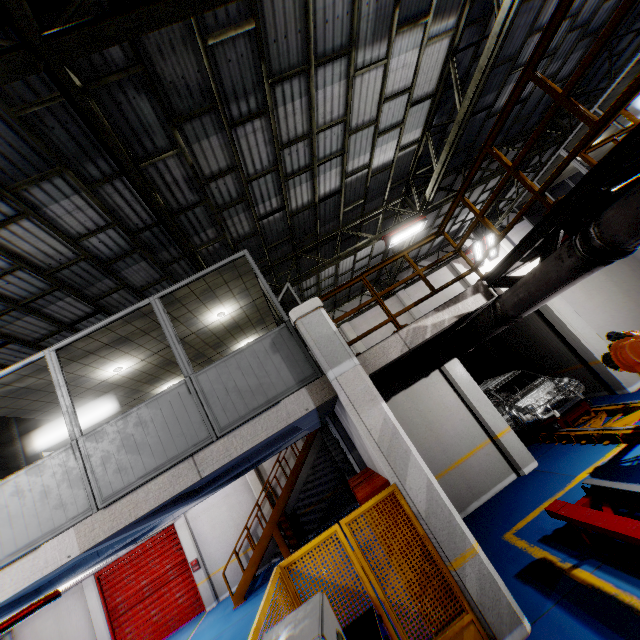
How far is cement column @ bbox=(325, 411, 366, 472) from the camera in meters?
8.2

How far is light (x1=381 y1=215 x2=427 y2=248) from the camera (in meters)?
11.16

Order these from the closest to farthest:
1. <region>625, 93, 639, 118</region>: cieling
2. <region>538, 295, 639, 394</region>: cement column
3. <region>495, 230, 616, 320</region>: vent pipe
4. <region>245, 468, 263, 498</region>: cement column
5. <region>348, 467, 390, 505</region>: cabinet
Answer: <region>495, 230, 616, 320</region>: vent pipe → <region>348, 467, 390, 505</region>: cabinet → <region>538, 295, 639, 394</region>: cement column → <region>625, 93, 639, 118</region>: cieling → <region>245, 468, 263, 498</region>: cement column

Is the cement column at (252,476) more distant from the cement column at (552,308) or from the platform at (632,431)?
the cement column at (552,308)

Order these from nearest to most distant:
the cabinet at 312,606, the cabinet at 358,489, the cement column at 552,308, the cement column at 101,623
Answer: the cabinet at 312,606 < the cabinet at 358,489 < the cement column at 552,308 < the cement column at 101,623

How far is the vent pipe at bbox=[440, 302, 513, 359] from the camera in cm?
558

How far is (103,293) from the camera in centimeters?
816cm

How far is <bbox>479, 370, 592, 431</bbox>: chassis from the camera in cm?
866
